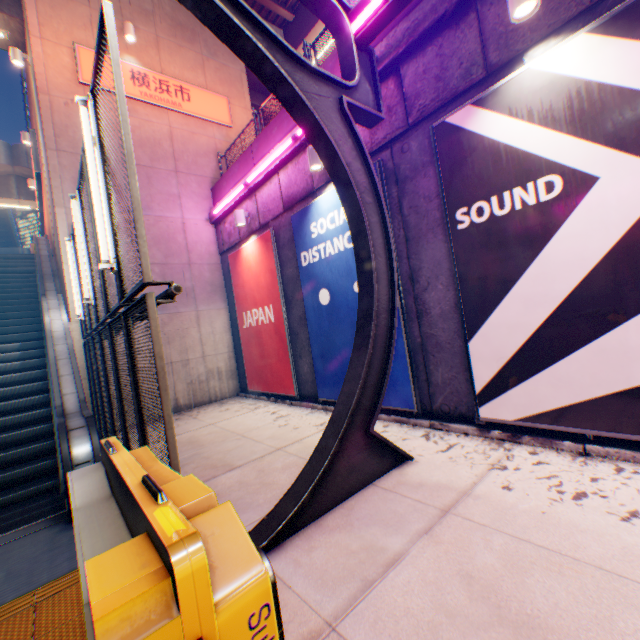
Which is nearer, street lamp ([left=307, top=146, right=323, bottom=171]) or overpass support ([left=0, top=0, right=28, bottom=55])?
street lamp ([left=307, top=146, right=323, bottom=171])

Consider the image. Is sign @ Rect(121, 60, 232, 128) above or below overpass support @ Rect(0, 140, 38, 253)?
below

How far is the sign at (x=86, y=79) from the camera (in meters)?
8.84

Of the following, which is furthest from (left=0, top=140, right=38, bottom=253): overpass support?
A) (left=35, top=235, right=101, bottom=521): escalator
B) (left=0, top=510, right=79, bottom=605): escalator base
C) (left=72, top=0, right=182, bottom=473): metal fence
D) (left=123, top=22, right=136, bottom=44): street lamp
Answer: (left=0, top=510, right=79, bottom=605): escalator base

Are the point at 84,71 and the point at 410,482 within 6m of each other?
no

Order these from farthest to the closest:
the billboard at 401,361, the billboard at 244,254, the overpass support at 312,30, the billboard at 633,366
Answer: the overpass support at 312,30 → the billboard at 244,254 → the billboard at 401,361 → the billboard at 633,366

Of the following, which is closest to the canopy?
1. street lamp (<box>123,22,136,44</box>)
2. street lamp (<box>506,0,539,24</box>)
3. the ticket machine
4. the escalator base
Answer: the ticket machine

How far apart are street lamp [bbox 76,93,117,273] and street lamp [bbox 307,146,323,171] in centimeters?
363cm
